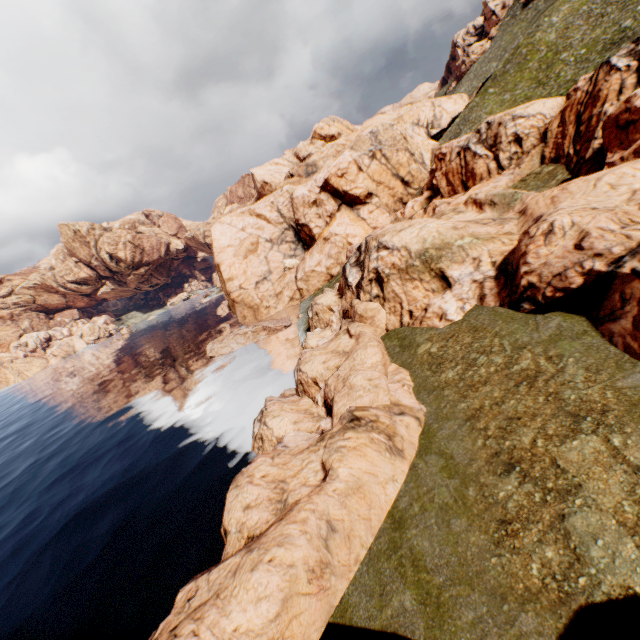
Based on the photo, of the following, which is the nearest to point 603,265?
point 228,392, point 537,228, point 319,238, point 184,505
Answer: point 537,228

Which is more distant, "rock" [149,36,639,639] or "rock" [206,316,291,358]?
"rock" [206,316,291,358]

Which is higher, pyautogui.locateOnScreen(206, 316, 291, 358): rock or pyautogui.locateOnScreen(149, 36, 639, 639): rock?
pyautogui.locateOnScreen(149, 36, 639, 639): rock

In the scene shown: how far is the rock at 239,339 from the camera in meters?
46.3 m

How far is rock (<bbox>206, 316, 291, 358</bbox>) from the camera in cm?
4631

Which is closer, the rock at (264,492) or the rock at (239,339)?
the rock at (264,492)
